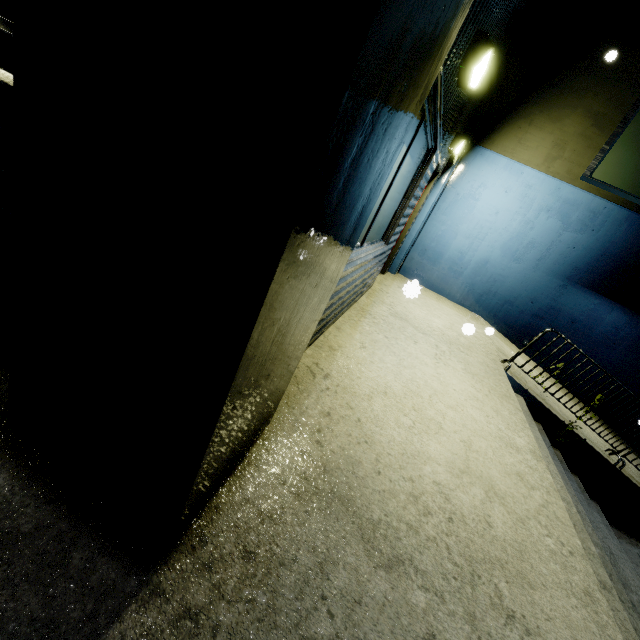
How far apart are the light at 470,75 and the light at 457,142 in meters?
2.9

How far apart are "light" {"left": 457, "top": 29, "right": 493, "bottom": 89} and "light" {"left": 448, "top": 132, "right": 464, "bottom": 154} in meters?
2.9 m

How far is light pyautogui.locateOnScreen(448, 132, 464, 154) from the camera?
5.8m

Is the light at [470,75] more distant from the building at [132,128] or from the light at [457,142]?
the light at [457,142]

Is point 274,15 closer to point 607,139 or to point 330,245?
point 330,245

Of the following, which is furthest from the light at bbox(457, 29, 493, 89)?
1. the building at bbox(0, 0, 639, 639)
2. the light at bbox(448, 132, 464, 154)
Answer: the light at bbox(448, 132, 464, 154)

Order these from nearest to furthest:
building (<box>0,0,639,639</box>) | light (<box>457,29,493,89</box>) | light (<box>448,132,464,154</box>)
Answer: building (<box>0,0,639,639</box>), light (<box>457,29,493,89</box>), light (<box>448,132,464,154</box>)
